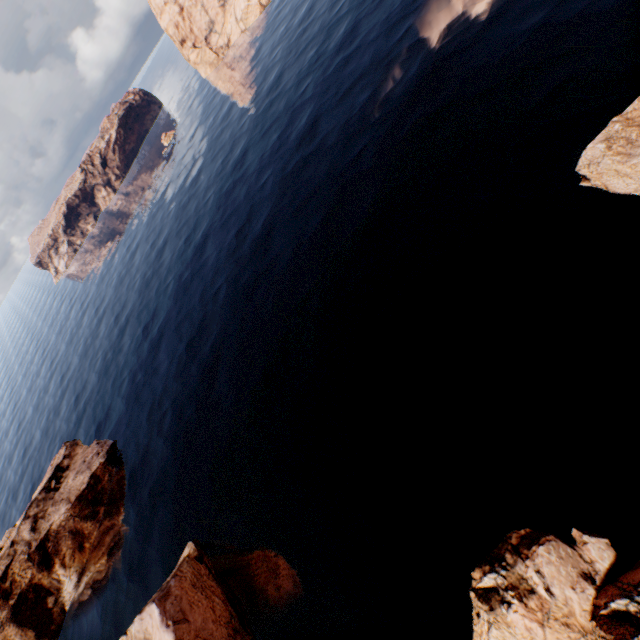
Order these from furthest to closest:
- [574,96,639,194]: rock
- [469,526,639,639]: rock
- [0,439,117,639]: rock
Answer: [0,439,117,639]: rock → [574,96,639,194]: rock → [469,526,639,639]: rock

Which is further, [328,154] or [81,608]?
[328,154]

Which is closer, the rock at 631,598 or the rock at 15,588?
the rock at 631,598

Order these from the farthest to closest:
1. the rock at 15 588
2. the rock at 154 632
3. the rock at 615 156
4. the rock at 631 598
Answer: the rock at 15 588
the rock at 154 632
the rock at 615 156
the rock at 631 598

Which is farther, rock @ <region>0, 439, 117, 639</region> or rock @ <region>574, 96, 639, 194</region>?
rock @ <region>0, 439, 117, 639</region>
